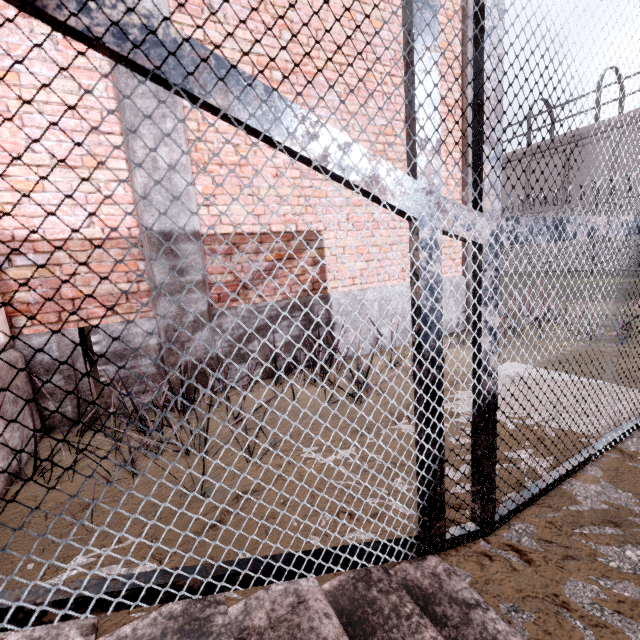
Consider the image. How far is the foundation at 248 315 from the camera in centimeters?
393cm

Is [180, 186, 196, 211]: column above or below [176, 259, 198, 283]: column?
above

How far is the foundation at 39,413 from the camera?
3.0m

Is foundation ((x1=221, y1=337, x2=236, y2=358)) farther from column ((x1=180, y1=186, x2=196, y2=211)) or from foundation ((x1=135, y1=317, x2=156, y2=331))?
foundation ((x1=135, y1=317, x2=156, y2=331))

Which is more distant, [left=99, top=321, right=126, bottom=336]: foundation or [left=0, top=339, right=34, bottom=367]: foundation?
[left=99, top=321, right=126, bottom=336]: foundation

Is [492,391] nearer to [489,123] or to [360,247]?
[489,123]

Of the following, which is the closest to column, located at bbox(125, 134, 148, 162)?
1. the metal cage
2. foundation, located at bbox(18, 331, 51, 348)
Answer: foundation, located at bbox(18, 331, 51, 348)

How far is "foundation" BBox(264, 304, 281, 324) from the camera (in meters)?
4.07
